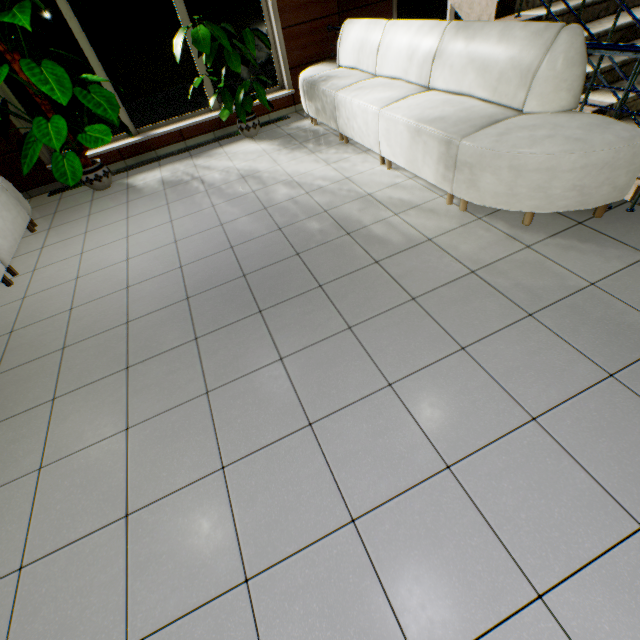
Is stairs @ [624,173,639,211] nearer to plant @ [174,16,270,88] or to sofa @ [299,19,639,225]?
sofa @ [299,19,639,225]

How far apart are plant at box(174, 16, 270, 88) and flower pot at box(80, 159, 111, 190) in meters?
2.0

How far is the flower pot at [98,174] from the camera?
4.4 meters

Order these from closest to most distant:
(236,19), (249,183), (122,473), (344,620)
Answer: (344,620) < (122,473) < (249,183) < (236,19)

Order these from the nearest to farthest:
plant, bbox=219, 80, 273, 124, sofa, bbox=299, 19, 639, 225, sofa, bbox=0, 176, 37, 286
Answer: sofa, bbox=299, 19, 639, 225, sofa, bbox=0, 176, 37, 286, plant, bbox=219, 80, 273, 124

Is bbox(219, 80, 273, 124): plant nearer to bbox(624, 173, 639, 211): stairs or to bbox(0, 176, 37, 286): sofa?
bbox(624, 173, 639, 211): stairs

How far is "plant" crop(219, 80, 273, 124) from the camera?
4.50m

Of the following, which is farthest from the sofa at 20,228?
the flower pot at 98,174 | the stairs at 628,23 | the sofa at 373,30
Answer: the stairs at 628,23
